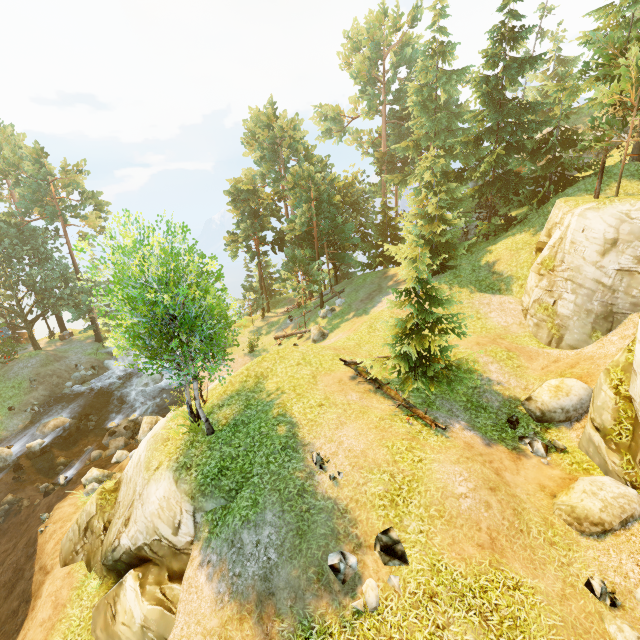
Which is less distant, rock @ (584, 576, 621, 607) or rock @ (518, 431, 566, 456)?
rock @ (584, 576, 621, 607)

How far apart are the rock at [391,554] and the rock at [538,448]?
6.3m

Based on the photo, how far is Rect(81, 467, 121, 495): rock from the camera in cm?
1883

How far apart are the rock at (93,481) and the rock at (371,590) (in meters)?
17.46

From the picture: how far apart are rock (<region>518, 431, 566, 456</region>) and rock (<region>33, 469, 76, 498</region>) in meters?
26.2

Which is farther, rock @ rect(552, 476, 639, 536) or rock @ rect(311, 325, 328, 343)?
rock @ rect(311, 325, 328, 343)

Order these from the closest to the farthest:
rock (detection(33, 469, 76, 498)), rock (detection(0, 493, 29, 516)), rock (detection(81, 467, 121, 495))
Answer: rock (detection(81, 467, 121, 495))
rock (detection(0, 493, 29, 516))
rock (detection(33, 469, 76, 498))

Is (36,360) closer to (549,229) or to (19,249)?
(19,249)
